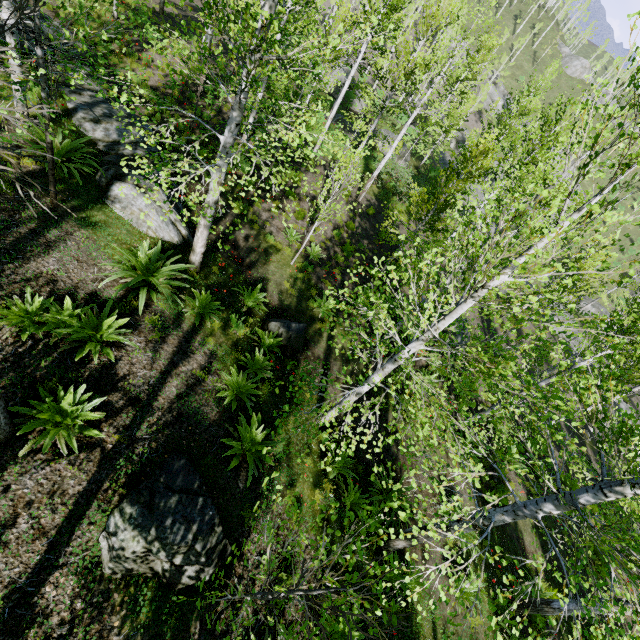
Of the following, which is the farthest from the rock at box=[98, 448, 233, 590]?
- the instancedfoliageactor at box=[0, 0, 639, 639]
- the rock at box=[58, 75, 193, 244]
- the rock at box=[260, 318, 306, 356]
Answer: the rock at box=[58, 75, 193, 244]

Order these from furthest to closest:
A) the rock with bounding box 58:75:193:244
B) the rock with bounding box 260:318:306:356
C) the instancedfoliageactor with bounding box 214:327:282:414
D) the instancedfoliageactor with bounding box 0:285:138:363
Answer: the rock with bounding box 260:318:306:356 < the rock with bounding box 58:75:193:244 < the instancedfoliageactor with bounding box 214:327:282:414 < the instancedfoliageactor with bounding box 0:285:138:363

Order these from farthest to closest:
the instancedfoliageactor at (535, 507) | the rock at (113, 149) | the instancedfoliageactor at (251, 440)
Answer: the rock at (113, 149)
the instancedfoliageactor at (251, 440)
the instancedfoliageactor at (535, 507)

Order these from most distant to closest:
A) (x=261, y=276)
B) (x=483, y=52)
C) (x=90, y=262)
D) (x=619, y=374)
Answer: (x=483, y=52), (x=261, y=276), (x=90, y=262), (x=619, y=374)

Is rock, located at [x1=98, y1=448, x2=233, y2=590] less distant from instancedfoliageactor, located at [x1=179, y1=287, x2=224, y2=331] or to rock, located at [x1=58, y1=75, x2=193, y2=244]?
instancedfoliageactor, located at [x1=179, y1=287, x2=224, y2=331]

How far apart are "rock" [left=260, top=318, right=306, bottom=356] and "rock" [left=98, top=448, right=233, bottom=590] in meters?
3.7 m

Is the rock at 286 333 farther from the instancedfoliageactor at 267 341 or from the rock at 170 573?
the rock at 170 573
